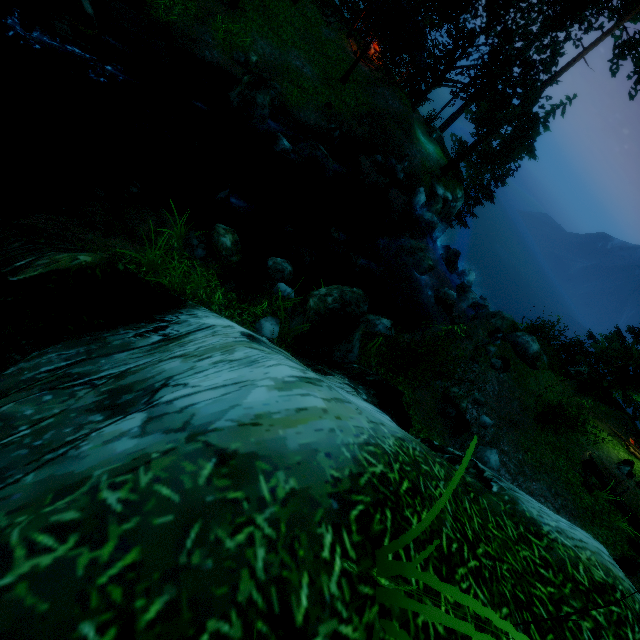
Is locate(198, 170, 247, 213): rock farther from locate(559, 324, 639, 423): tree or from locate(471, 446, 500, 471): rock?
locate(471, 446, 500, 471): rock

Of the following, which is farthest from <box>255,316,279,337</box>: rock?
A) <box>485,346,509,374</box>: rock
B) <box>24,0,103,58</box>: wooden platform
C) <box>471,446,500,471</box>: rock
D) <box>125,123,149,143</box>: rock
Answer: <box>24,0,103,58</box>: wooden platform

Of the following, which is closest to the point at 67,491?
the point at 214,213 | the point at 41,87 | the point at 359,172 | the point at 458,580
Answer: the point at 458,580

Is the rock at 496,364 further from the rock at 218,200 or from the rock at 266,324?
the rock at 218,200

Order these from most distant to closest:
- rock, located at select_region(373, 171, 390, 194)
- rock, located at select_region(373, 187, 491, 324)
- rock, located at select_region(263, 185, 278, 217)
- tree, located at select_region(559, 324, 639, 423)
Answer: rock, located at select_region(373, 171, 390, 194)
tree, located at select_region(559, 324, 639, 423)
rock, located at select_region(373, 187, 491, 324)
rock, located at select_region(263, 185, 278, 217)

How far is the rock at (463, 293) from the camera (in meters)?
18.38

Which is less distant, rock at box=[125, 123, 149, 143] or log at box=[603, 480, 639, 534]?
rock at box=[125, 123, 149, 143]

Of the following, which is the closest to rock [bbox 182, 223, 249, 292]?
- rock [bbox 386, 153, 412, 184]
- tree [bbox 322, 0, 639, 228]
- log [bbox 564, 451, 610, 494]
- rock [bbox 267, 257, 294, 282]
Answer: rock [bbox 267, 257, 294, 282]
